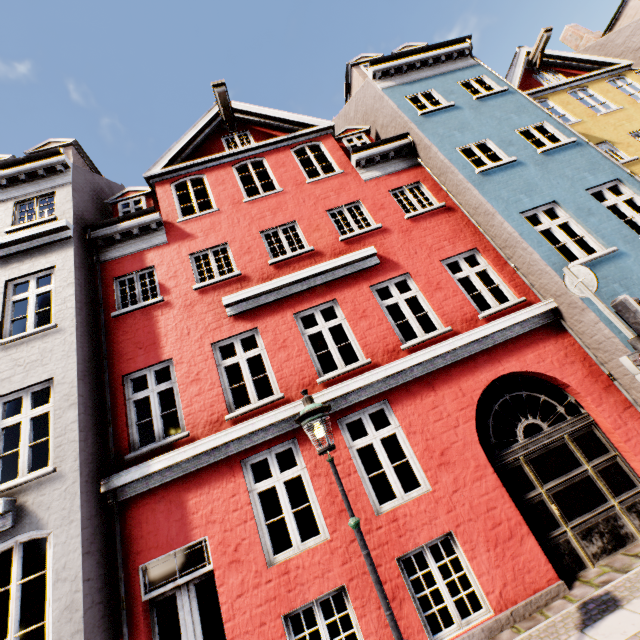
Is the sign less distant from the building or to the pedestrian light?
the pedestrian light

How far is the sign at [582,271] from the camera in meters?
4.9 m

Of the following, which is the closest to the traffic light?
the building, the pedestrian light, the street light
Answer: the pedestrian light

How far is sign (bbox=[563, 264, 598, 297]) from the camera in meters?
4.9 m

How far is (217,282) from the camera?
8.1 meters

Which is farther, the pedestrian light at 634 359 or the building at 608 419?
the building at 608 419

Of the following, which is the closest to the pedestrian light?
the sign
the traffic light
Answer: the traffic light

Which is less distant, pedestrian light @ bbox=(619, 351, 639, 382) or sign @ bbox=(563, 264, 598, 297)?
pedestrian light @ bbox=(619, 351, 639, 382)
